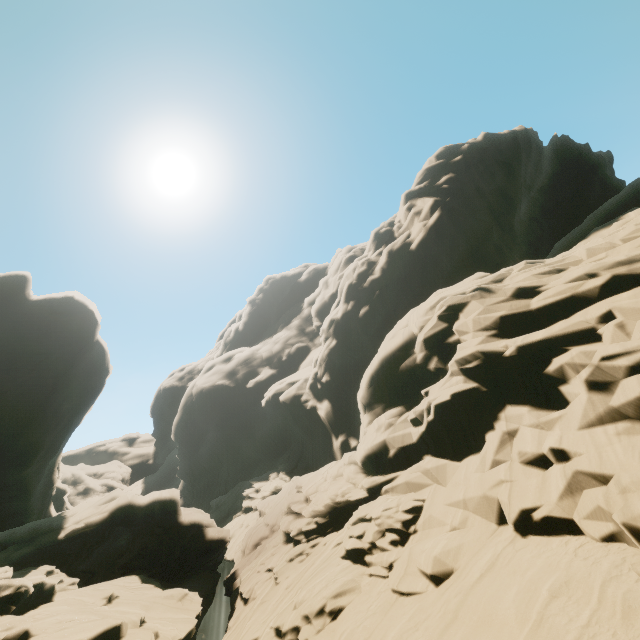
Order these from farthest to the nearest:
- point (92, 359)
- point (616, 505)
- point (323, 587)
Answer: point (92, 359) < point (323, 587) < point (616, 505)
